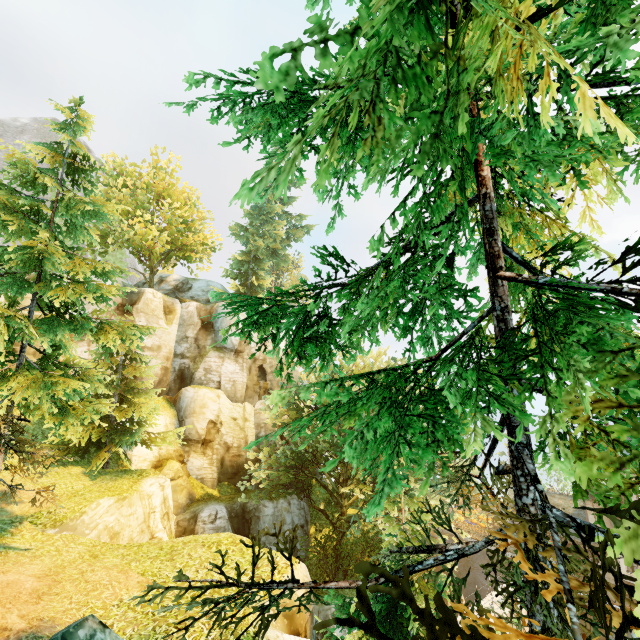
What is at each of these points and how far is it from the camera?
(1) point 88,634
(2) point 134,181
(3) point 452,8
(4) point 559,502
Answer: (1) rock, 5.53m
(2) tree, 31.69m
(3) tree, 1.99m
(4) building, 38.44m

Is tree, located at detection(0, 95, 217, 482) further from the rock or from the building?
the building

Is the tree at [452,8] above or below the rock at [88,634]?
above

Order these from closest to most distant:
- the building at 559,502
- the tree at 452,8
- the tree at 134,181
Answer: the tree at 452,8 < the tree at 134,181 < the building at 559,502

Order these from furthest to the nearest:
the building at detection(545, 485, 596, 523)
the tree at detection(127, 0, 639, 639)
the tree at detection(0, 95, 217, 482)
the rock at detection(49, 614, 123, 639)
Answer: the building at detection(545, 485, 596, 523)
the tree at detection(0, 95, 217, 482)
the rock at detection(49, 614, 123, 639)
the tree at detection(127, 0, 639, 639)

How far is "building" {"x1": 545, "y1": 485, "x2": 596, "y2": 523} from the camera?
34.88m

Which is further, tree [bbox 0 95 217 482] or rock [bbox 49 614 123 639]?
tree [bbox 0 95 217 482]
